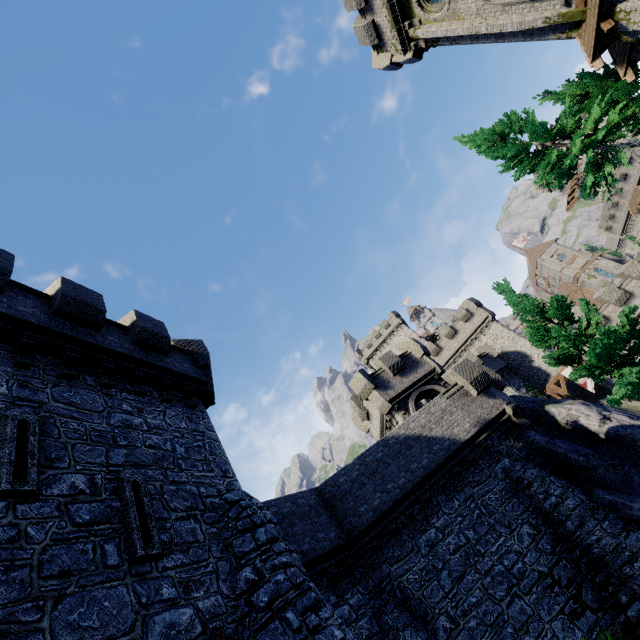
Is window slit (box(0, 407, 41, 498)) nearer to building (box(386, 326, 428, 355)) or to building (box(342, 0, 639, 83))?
building (box(342, 0, 639, 83))

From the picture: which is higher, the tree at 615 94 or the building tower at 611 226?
the building tower at 611 226

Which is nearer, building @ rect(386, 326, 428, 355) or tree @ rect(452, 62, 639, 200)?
tree @ rect(452, 62, 639, 200)

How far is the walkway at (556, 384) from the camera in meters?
29.3 m

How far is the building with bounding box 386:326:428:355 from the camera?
57.3m

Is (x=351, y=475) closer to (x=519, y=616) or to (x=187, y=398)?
(x=519, y=616)

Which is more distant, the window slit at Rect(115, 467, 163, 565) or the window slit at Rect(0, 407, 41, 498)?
the window slit at Rect(115, 467, 163, 565)

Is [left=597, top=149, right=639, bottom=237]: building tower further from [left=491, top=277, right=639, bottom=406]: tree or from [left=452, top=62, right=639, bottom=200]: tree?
[left=491, top=277, right=639, bottom=406]: tree
